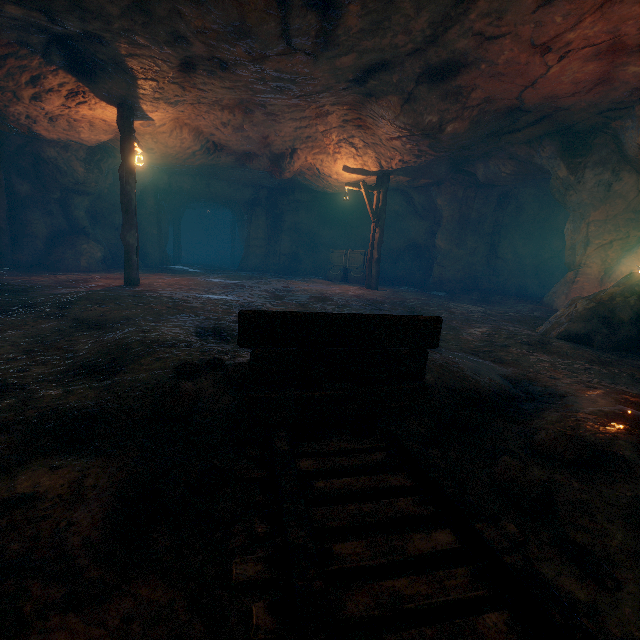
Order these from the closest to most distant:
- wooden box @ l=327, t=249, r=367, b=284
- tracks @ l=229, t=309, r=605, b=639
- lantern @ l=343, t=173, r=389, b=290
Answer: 1. tracks @ l=229, t=309, r=605, b=639
2. lantern @ l=343, t=173, r=389, b=290
3. wooden box @ l=327, t=249, r=367, b=284

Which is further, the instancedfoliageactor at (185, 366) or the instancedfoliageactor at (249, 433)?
the instancedfoliageactor at (185, 366)

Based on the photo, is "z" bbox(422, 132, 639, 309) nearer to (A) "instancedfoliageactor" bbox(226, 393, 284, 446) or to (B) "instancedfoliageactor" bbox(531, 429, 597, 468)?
(B) "instancedfoliageactor" bbox(531, 429, 597, 468)

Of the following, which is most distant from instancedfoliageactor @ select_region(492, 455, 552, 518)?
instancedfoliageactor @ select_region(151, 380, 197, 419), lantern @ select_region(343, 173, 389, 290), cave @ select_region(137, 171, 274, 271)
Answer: cave @ select_region(137, 171, 274, 271)

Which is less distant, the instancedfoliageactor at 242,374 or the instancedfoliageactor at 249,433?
the instancedfoliageactor at 249,433

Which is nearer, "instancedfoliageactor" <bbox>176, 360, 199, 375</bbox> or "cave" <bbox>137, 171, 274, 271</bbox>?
"instancedfoliageactor" <bbox>176, 360, 199, 375</bbox>

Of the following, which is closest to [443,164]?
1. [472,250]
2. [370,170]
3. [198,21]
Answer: [370,170]

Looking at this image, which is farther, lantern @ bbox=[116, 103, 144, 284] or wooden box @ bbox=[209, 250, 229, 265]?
wooden box @ bbox=[209, 250, 229, 265]
